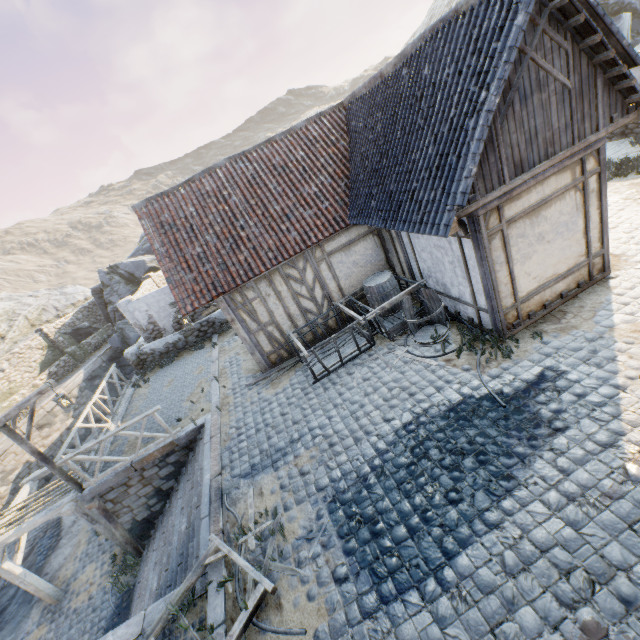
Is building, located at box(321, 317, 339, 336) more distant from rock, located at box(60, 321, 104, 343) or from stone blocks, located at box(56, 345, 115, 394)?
rock, located at box(60, 321, 104, 343)

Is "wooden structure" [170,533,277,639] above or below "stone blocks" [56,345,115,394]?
above

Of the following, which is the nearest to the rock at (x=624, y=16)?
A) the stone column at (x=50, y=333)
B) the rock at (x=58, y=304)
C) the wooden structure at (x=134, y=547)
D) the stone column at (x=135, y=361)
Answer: the rock at (x=58, y=304)

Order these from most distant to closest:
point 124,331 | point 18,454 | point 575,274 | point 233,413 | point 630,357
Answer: point 124,331 < point 18,454 < point 233,413 < point 575,274 < point 630,357

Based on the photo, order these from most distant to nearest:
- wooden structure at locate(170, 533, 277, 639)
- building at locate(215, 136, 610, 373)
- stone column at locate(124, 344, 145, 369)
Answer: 1. stone column at locate(124, 344, 145, 369)
2. building at locate(215, 136, 610, 373)
3. wooden structure at locate(170, 533, 277, 639)

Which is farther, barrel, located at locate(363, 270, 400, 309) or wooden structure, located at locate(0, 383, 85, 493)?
barrel, located at locate(363, 270, 400, 309)

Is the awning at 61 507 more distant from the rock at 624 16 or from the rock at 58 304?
the rock at 58 304

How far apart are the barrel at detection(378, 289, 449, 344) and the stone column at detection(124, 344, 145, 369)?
12.8m
